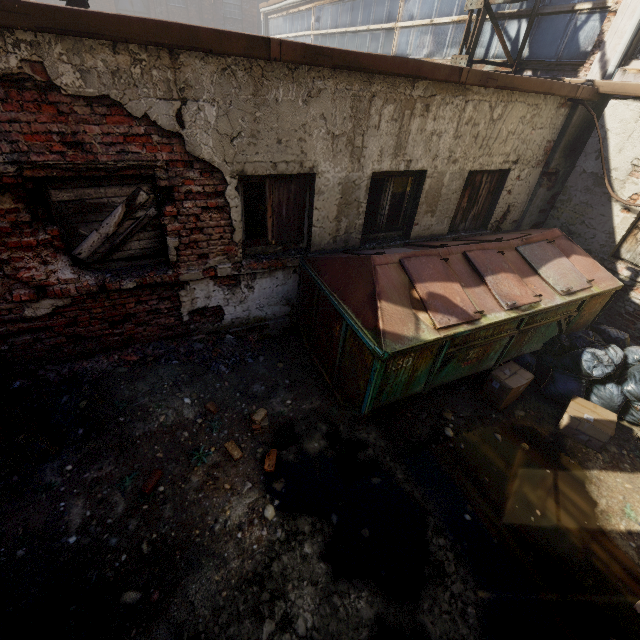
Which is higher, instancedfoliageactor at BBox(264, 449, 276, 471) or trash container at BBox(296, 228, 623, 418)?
trash container at BBox(296, 228, 623, 418)

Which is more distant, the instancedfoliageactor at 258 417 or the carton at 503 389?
the carton at 503 389

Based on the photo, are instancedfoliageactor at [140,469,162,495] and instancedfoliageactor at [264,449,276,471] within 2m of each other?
yes

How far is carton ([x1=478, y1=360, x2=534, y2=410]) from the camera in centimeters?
441cm

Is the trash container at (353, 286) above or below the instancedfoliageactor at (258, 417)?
above

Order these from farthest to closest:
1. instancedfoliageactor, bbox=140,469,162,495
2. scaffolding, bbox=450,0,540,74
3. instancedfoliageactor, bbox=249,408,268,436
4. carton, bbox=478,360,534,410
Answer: scaffolding, bbox=450,0,540,74 → carton, bbox=478,360,534,410 → instancedfoliageactor, bbox=249,408,268,436 → instancedfoliageactor, bbox=140,469,162,495

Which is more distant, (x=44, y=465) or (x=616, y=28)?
(x=616, y=28)

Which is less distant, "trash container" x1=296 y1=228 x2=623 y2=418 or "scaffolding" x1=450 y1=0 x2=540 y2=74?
"trash container" x1=296 y1=228 x2=623 y2=418
